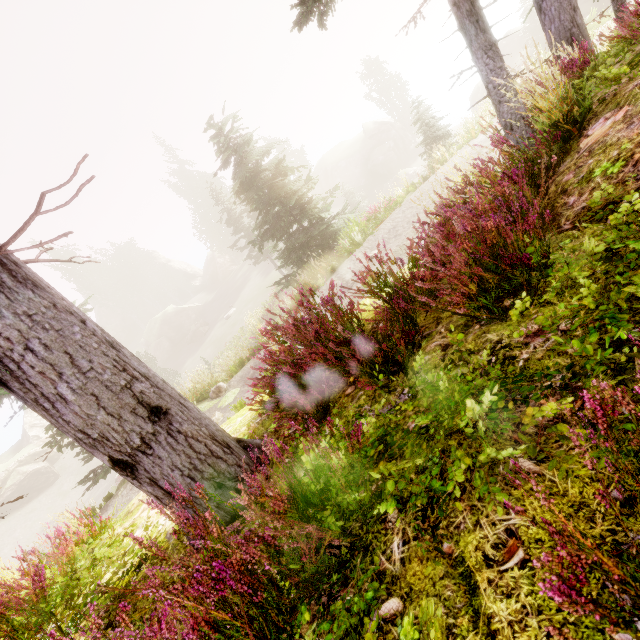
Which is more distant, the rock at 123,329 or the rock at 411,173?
the rock at 123,329

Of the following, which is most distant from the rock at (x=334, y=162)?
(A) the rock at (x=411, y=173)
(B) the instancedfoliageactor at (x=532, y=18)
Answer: (A) the rock at (x=411, y=173)

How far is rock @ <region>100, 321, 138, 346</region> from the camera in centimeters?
5578cm

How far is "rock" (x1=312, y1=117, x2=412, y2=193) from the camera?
44.5m

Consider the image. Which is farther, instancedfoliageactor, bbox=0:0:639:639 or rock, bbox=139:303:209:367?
rock, bbox=139:303:209:367

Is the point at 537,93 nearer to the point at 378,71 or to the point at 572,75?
the point at 572,75

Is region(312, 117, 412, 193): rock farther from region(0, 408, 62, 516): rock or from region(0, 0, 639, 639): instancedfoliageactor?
region(0, 408, 62, 516): rock

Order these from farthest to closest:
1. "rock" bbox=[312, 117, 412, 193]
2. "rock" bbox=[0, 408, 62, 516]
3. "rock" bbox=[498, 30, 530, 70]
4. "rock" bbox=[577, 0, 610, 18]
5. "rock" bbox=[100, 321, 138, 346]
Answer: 1. "rock" bbox=[100, 321, 138, 346]
2. "rock" bbox=[312, 117, 412, 193]
3. "rock" bbox=[498, 30, 530, 70]
4. "rock" bbox=[0, 408, 62, 516]
5. "rock" bbox=[577, 0, 610, 18]
